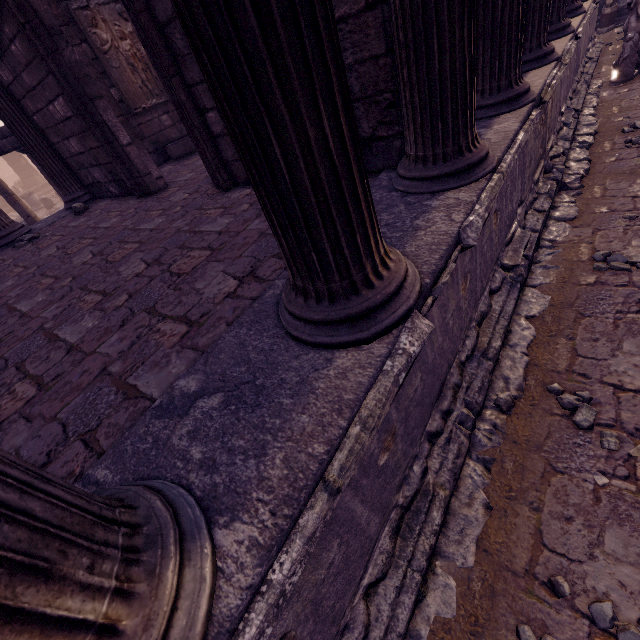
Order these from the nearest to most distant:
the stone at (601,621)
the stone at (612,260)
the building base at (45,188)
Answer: the stone at (601,621) < the stone at (612,260) < the building base at (45,188)

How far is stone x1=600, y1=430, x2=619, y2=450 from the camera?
2.1m

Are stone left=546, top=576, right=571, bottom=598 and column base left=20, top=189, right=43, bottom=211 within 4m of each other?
no

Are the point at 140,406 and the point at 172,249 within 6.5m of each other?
yes

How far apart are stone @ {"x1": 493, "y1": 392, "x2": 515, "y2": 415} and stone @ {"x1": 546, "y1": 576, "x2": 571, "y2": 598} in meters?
1.0 m

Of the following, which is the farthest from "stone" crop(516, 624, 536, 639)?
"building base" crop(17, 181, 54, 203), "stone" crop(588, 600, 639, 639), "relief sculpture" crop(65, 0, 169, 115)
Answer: "building base" crop(17, 181, 54, 203)

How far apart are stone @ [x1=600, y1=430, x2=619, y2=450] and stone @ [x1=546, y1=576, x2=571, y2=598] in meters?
0.9 m

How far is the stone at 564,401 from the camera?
2.21m
